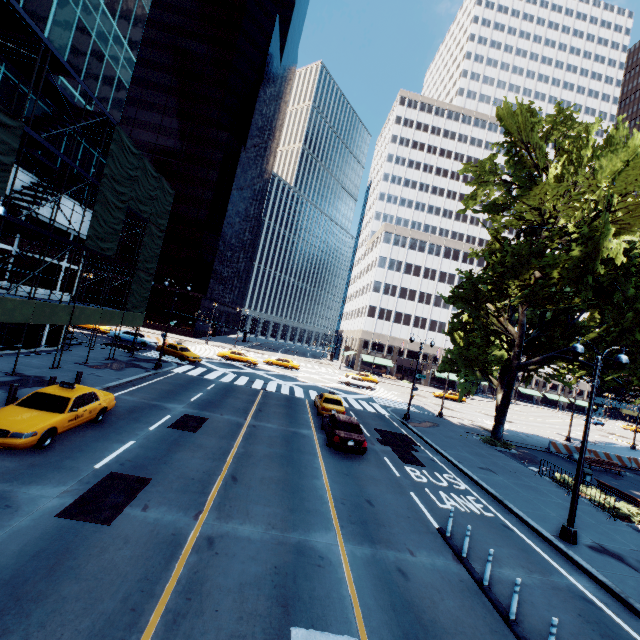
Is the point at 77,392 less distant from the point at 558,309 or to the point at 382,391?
the point at 558,309

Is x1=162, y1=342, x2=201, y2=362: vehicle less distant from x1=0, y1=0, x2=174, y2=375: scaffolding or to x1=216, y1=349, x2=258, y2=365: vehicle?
x1=0, y1=0, x2=174, y2=375: scaffolding

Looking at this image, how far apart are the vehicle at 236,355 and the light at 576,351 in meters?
34.0 m

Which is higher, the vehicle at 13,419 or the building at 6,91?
the building at 6,91

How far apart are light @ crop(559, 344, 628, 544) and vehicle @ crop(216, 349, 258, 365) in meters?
34.0 m

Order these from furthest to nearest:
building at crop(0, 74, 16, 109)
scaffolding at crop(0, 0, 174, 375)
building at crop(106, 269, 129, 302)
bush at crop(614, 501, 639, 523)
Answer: building at crop(106, 269, 129, 302) < building at crop(0, 74, 16, 109) < bush at crop(614, 501, 639, 523) < scaffolding at crop(0, 0, 174, 375)

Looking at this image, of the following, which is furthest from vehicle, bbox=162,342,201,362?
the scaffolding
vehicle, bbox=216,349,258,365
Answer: vehicle, bbox=216,349,258,365

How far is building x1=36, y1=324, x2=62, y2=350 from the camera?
23.2m
